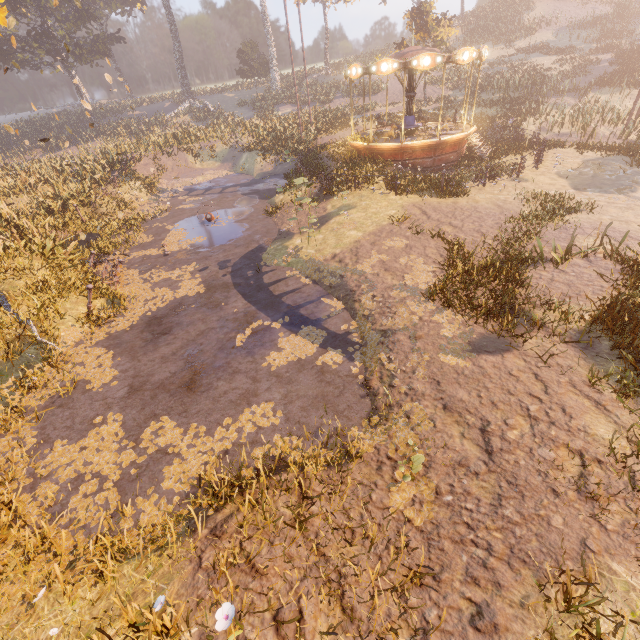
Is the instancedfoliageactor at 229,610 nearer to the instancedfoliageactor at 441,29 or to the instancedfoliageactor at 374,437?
the instancedfoliageactor at 374,437

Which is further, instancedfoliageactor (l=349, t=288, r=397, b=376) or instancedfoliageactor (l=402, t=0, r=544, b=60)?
instancedfoliageactor (l=402, t=0, r=544, b=60)

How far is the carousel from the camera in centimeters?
1575cm

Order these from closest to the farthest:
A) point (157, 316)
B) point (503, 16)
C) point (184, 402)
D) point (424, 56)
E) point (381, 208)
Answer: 1. point (184, 402)
2. point (157, 316)
3. point (381, 208)
4. point (424, 56)
5. point (503, 16)

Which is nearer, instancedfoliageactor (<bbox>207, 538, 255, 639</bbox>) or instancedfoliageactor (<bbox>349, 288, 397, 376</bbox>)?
instancedfoliageactor (<bbox>207, 538, 255, 639</bbox>)

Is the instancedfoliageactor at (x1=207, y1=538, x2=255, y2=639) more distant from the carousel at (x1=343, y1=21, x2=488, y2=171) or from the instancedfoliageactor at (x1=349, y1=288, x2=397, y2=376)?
the carousel at (x1=343, y1=21, x2=488, y2=171)

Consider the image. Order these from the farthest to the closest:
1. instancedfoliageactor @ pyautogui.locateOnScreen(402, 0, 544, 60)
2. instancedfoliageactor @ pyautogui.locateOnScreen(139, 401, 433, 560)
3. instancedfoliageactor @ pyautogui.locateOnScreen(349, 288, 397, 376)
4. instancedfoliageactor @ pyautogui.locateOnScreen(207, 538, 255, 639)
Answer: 1. instancedfoliageactor @ pyautogui.locateOnScreen(402, 0, 544, 60)
2. instancedfoliageactor @ pyautogui.locateOnScreen(349, 288, 397, 376)
3. instancedfoliageactor @ pyautogui.locateOnScreen(139, 401, 433, 560)
4. instancedfoliageactor @ pyautogui.locateOnScreen(207, 538, 255, 639)

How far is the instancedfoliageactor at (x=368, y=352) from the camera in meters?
7.0 m
